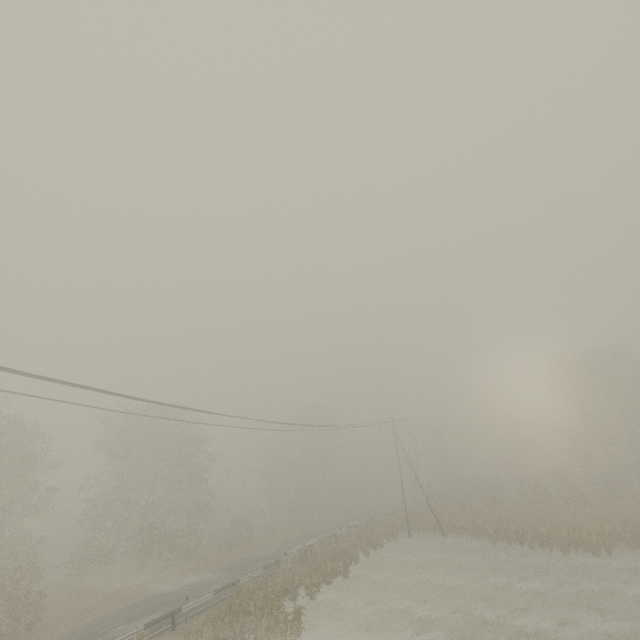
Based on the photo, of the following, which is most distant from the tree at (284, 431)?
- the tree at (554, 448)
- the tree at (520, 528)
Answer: the tree at (520, 528)

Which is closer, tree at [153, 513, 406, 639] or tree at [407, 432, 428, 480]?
tree at [153, 513, 406, 639]

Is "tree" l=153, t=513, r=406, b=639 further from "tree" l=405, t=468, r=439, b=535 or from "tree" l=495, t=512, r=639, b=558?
"tree" l=495, t=512, r=639, b=558

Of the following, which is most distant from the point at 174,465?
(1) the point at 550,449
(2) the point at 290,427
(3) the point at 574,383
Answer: A: (1) the point at 550,449

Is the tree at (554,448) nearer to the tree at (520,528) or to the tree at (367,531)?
the tree at (520,528)

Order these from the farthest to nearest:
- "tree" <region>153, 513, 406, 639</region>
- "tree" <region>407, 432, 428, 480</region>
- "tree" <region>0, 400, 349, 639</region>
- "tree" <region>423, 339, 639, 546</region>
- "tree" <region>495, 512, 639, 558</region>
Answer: "tree" <region>407, 432, 428, 480</region> < "tree" <region>423, 339, 639, 546</region> < "tree" <region>0, 400, 349, 639</region> < "tree" <region>495, 512, 639, 558</region> < "tree" <region>153, 513, 406, 639</region>

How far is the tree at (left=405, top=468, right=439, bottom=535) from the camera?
35.56m
